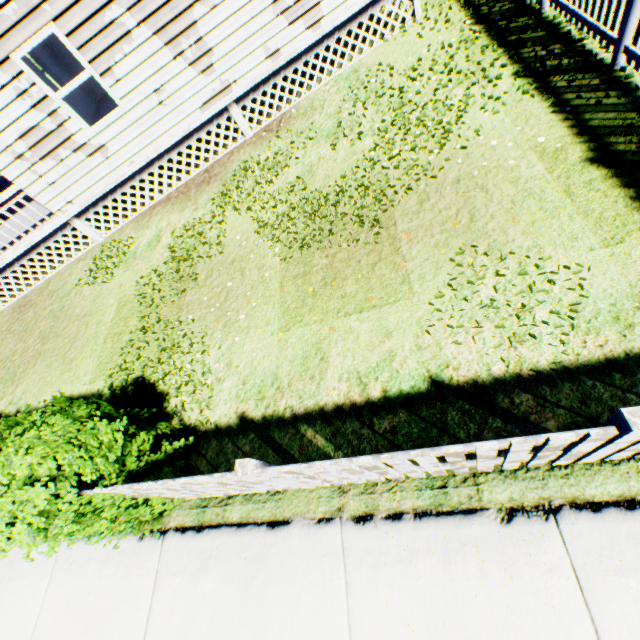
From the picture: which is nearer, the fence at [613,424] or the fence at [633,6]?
the fence at [613,424]

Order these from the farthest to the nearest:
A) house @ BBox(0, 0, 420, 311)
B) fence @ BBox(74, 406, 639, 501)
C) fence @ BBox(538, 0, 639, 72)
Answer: house @ BBox(0, 0, 420, 311), fence @ BBox(538, 0, 639, 72), fence @ BBox(74, 406, 639, 501)

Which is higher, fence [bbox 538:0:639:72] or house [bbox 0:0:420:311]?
house [bbox 0:0:420:311]

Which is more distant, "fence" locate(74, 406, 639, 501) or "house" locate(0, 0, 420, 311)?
"house" locate(0, 0, 420, 311)

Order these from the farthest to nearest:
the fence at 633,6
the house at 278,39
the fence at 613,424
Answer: the house at 278,39, the fence at 633,6, the fence at 613,424

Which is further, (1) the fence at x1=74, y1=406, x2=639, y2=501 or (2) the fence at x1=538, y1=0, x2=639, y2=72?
(2) the fence at x1=538, y1=0, x2=639, y2=72

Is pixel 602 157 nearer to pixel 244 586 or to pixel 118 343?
pixel 244 586
